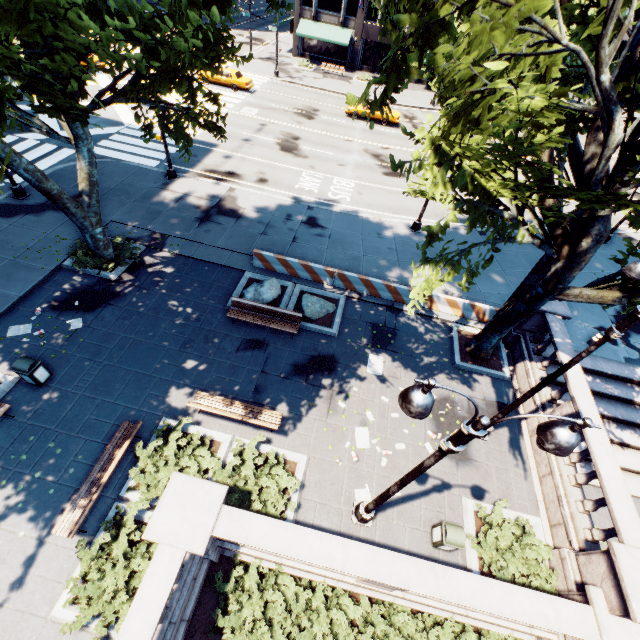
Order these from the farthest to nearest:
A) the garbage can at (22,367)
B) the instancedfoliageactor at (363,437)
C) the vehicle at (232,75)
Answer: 1. the vehicle at (232,75)
2. the instancedfoliageactor at (363,437)
3. the garbage can at (22,367)

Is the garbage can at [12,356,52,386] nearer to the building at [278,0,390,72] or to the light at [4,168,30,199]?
the light at [4,168,30,199]

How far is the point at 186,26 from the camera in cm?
920

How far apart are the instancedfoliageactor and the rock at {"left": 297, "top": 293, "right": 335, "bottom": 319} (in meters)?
4.89

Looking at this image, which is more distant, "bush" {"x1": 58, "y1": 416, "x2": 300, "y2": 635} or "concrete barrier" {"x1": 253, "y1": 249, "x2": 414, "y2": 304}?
"concrete barrier" {"x1": 253, "y1": 249, "x2": 414, "y2": 304}

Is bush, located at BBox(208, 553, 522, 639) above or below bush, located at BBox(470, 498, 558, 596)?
below

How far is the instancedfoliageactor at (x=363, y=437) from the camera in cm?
1079

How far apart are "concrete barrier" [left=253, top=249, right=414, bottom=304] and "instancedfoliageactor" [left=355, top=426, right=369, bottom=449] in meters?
6.4 m
